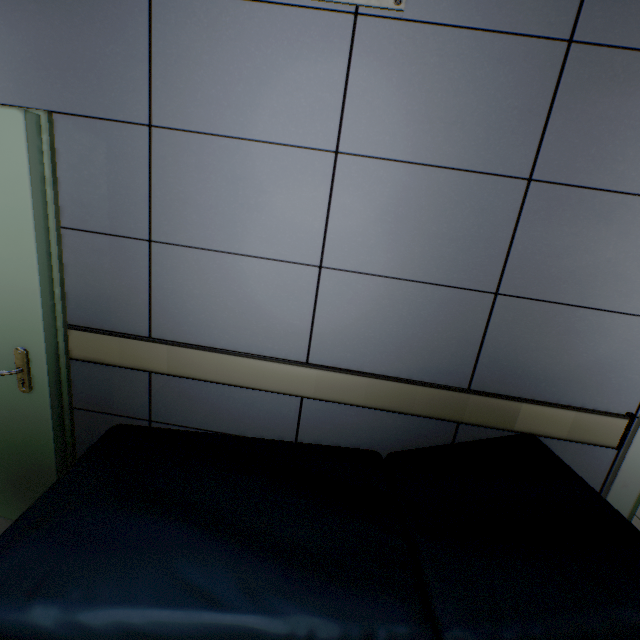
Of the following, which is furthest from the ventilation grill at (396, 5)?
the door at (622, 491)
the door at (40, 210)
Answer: the door at (622, 491)

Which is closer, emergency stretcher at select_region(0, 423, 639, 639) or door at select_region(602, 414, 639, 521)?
emergency stretcher at select_region(0, 423, 639, 639)

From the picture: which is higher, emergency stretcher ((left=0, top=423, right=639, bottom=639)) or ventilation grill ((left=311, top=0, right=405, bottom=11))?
ventilation grill ((left=311, top=0, right=405, bottom=11))

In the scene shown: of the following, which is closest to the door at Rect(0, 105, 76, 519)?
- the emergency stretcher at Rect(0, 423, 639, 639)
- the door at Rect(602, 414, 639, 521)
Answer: the emergency stretcher at Rect(0, 423, 639, 639)

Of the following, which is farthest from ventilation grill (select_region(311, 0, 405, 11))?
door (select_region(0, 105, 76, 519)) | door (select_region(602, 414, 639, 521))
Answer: door (select_region(602, 414, 639, 521))

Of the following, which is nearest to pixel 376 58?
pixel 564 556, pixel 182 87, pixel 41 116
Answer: pixel 182 87

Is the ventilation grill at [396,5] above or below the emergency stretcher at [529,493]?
above
